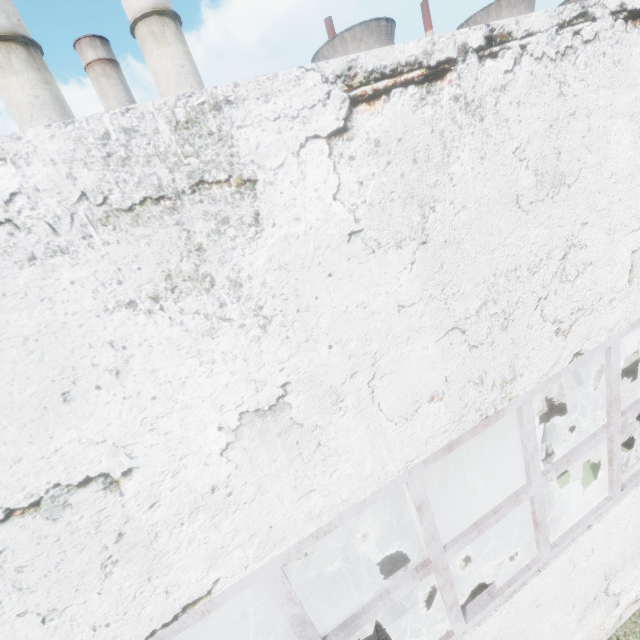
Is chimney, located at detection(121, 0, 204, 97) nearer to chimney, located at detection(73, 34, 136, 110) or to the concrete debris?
the concrete debris

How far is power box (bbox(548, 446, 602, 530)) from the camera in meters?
4.4 m

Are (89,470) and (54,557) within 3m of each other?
yes

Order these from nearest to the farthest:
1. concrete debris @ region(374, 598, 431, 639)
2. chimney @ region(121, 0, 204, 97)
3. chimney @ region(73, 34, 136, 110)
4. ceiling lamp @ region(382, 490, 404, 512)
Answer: concrete debris @ region(374, 598, 431, 639), ceiling lamp @ region(382, 490, 404, 512), chimney @ region(121, 0, 204, 97), chimney @ region(73, 34, 136, 110)

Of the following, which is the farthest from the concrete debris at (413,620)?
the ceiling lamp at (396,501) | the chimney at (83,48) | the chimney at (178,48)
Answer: the chimney at (83,48)

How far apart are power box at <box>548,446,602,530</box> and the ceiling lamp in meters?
3.1

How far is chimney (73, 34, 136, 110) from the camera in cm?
5091

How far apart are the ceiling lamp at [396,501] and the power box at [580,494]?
3.08m
